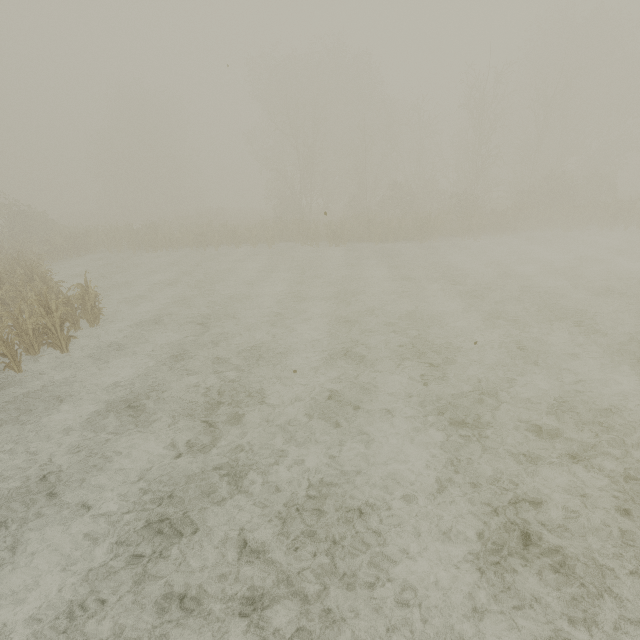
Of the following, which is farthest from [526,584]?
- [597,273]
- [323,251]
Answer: [323,251]
